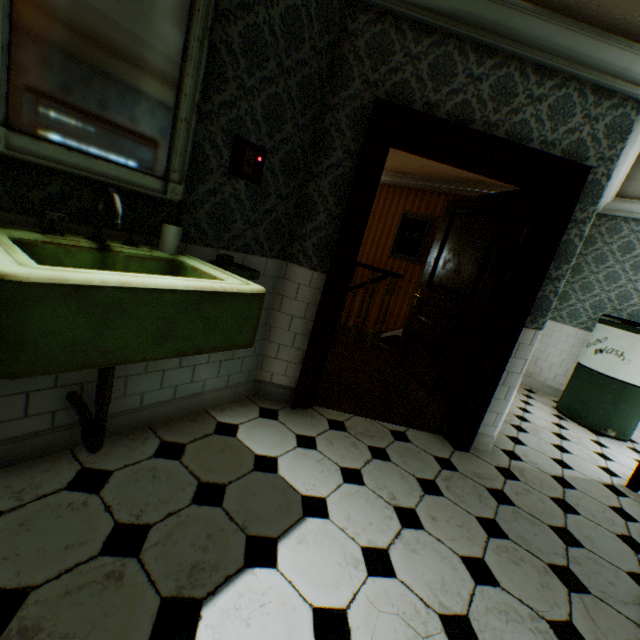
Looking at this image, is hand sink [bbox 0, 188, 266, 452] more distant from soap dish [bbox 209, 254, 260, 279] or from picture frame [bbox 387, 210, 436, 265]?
picture frame [bbox 387, 210, 436, 265]

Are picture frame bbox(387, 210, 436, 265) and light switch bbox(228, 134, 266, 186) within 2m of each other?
no

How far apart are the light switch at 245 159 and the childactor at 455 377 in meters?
2.0 m

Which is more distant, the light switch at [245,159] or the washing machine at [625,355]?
the washing machine at [625,355]

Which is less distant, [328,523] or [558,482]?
[328,523]

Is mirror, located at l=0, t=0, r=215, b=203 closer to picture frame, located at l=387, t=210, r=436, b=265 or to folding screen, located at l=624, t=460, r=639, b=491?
folding screen, located at l=624, t=460, r=639, b=491

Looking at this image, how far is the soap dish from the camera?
1.9m

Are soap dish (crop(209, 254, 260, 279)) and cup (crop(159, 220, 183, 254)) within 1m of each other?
yes
